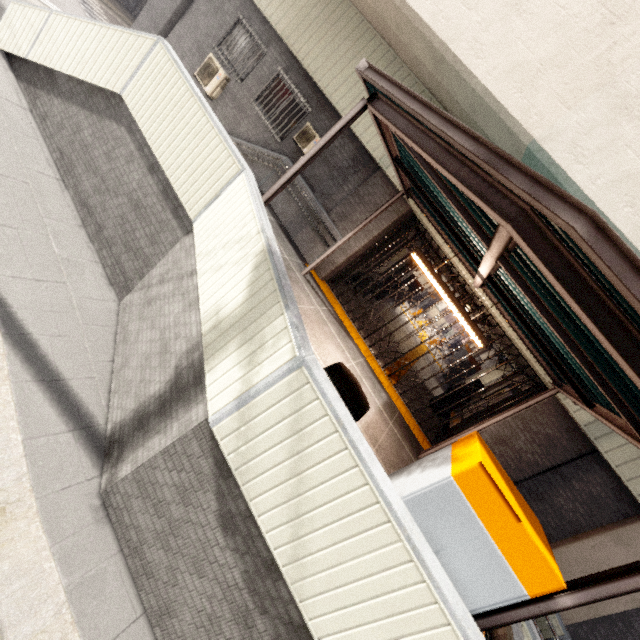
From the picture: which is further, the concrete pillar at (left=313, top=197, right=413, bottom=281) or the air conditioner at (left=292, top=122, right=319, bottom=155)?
the air conditioner at (left=292, top=122, right=319, bottom=155)

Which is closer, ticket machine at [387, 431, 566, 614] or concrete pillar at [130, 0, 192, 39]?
ticket machine at [387, 431, 566, 614]

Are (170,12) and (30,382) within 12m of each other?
no

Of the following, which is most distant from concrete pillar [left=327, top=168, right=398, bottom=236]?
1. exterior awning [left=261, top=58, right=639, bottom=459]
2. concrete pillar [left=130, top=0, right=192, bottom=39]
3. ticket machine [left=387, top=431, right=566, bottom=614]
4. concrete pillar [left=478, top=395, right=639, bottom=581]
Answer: concrete pillar [left=130, top=0, right=192, bottom=39]

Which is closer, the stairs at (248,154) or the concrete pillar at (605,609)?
the concrete pillar at (605,609)

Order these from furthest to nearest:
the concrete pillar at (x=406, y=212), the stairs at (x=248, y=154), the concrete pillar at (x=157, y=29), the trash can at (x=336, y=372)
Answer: the concrete pillar at (x=157, y=29) → the stairs at (x=248, y=154) → the concrete pillar at (x=406, y=212) → the trash can at (x=336, y=372)

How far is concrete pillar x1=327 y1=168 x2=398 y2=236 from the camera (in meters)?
8.23

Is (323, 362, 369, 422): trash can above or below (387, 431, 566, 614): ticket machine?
below
